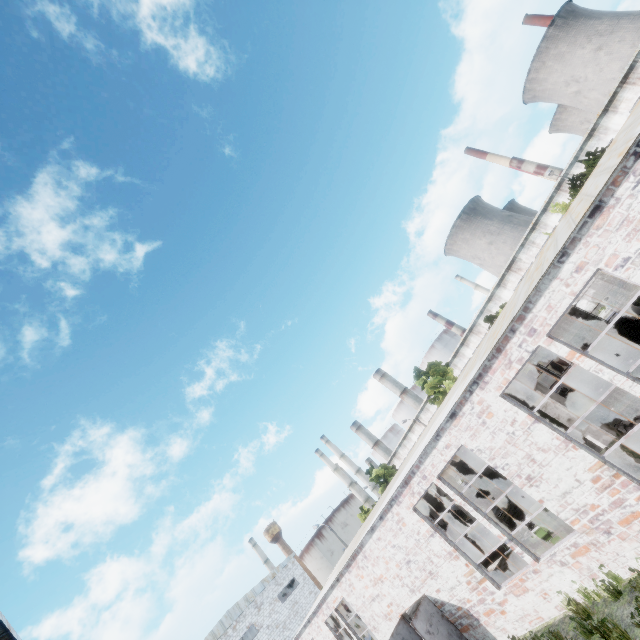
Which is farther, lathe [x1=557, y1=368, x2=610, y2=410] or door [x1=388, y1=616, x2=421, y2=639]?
lathe [x1=557, y1=368, x2=610, y2=410]

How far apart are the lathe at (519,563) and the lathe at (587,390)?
9.0 meters

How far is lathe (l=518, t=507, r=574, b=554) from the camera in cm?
923

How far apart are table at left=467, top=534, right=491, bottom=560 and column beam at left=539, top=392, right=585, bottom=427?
9.9 meters

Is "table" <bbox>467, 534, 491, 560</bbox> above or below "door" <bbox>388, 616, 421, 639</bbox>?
below

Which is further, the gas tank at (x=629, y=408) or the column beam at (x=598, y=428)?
the gas tank at (x=629, y=408)

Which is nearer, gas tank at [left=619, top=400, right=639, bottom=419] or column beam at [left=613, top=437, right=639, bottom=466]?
column beam at [left=613, top=437, right=639, bottom=466]

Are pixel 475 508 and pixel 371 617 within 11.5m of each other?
yes
